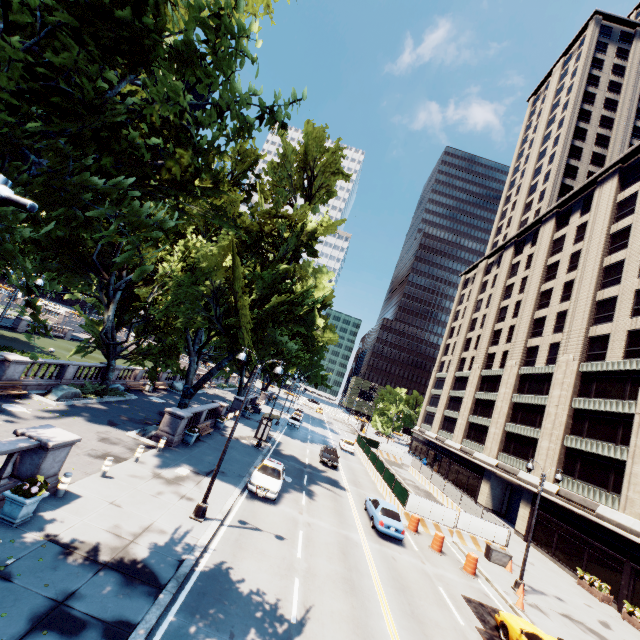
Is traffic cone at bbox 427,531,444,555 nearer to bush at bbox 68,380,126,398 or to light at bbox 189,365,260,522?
light at bbox 189,365,260,522

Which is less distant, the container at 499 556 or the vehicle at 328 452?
the container at 499 556

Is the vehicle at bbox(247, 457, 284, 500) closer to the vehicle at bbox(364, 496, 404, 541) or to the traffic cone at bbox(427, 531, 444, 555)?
the vehicle at bbox(364, 496, 404, 541)

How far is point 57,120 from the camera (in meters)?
5.31

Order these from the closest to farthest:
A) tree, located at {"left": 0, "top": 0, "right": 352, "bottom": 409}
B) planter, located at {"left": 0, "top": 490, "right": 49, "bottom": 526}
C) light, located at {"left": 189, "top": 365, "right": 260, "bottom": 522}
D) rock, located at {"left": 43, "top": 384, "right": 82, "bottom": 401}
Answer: tree, located at {"left": 0, "top": 0, "right": 352, "bottom": 409}
planter, located at {"left": 0, "top": 490, "right": 49, "bottom": 526}
light, located at {"left": 189, "top": 365, "right": 260, "bottom": 522}
rock, located at {"left": 43, "top": 384, "right": 82, "bottom": 401}

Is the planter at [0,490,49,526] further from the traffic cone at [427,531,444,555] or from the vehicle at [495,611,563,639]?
the traffic cone at [427,531,444,555]

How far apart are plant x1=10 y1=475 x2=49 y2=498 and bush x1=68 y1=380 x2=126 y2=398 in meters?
16.4

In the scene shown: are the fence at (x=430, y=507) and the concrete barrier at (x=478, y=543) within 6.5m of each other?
yes
